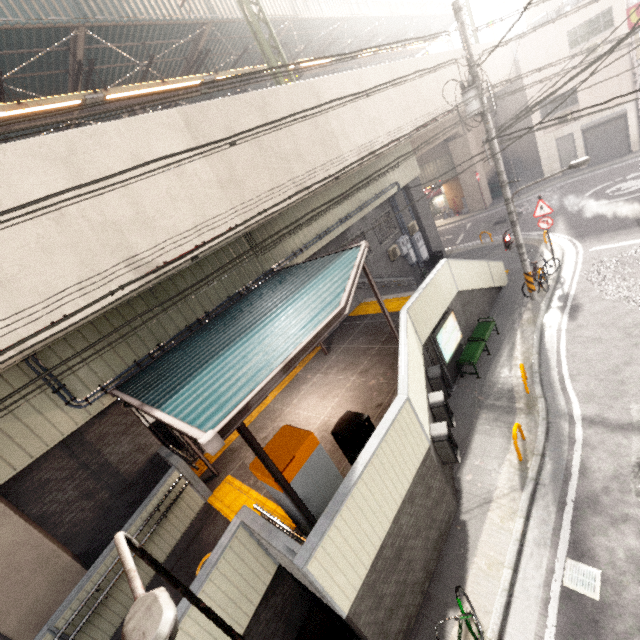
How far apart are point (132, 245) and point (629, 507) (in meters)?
10.42

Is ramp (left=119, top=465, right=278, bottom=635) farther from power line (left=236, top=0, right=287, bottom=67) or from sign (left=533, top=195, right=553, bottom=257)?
sign (left=533, top=195, right=553, bottom=257)

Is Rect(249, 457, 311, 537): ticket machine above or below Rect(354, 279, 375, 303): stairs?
above

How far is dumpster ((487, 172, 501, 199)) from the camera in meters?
24.6

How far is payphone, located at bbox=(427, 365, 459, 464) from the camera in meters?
6.8 m

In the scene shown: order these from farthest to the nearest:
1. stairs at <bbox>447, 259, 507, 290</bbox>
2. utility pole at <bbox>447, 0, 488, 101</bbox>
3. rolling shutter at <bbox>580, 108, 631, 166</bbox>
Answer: rolling shutter at <bbox>580, 108, 631, 166</bbox>, stairs at <bbox>447, 259, 507, 290</bbox>, utility pole at <bbox>447, 0, 488, 101</bbox>

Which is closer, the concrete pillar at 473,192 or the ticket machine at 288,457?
the ticket machine at 288,457

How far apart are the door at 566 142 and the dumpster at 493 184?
3.5m
